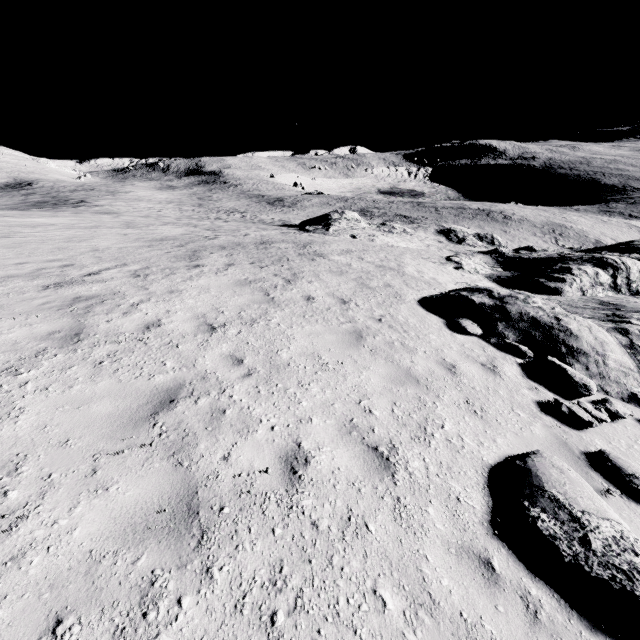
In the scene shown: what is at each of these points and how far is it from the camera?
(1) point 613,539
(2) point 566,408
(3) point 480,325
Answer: (1) stone, 3.2m
(2) stone, 5.8m
(3) stone, 9.0m

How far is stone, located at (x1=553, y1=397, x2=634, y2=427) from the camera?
5.6m

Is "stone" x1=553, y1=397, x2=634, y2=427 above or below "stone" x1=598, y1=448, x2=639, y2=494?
below

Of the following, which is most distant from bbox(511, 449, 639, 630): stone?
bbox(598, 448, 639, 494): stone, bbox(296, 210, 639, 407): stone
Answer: bbox(296, 210, 639, 407): stone

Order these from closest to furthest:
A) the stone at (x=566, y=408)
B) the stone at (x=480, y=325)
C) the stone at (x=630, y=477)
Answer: the stone at (x=630, y=477)
the stone at (x=566, y=408)
the stone at (x=480, y=325)

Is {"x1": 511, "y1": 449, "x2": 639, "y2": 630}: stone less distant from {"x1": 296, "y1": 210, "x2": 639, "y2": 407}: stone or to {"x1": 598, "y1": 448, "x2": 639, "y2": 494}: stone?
{"x1": 598, "y1": 448, "x2": 639, "y2": 494}: stone

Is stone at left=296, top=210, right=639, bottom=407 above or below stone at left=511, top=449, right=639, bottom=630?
below

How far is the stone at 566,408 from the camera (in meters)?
5.60
